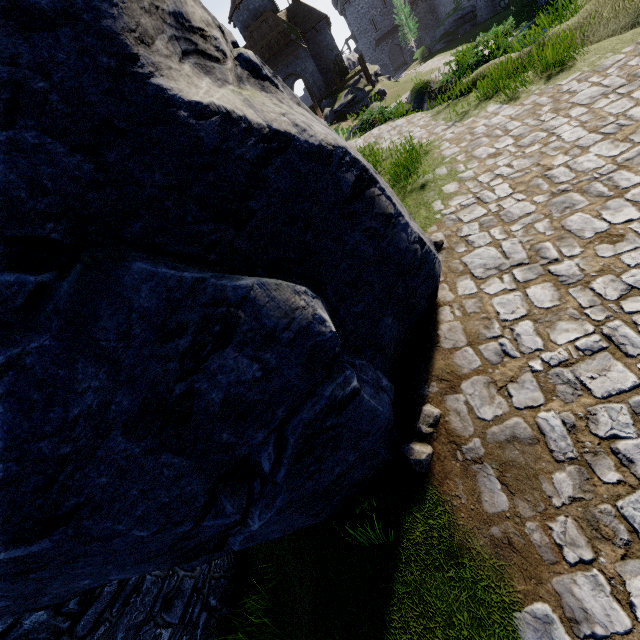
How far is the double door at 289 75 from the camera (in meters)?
34.75

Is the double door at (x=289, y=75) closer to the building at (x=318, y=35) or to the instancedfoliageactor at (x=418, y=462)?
the building at (x=318, y=35)

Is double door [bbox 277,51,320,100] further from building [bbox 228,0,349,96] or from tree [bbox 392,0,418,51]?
tree [bbox 392,0,418,51]

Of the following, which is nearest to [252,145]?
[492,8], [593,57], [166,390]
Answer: [166,390]

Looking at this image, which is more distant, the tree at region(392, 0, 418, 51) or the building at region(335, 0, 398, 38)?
the building at region(335, 0, 398, 38)

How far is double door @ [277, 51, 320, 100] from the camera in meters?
34.8 m

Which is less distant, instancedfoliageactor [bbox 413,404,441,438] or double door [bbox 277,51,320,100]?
instancedfoliageactor [bbox 413,404,441,438]

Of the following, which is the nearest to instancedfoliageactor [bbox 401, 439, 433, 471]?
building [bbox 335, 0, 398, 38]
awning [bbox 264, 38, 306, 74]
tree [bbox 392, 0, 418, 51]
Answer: awning [bbox 264, 38, 306, 74]
